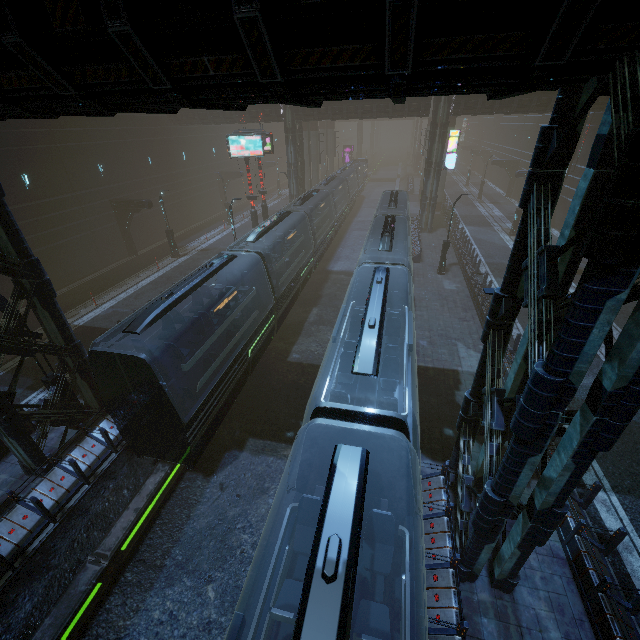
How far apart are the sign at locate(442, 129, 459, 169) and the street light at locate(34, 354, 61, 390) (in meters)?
31.46

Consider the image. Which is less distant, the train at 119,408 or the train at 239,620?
the train at 239,620

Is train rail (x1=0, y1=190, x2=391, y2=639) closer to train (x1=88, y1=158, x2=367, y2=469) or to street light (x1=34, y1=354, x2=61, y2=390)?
train (x1=88, y1=158, x2=367, y2=469)

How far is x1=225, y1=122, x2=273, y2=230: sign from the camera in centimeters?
2327cm

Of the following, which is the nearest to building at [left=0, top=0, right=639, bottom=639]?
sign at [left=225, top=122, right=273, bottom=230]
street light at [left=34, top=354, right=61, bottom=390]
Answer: street light at [left=34, top=354, right=61, bottom=390]

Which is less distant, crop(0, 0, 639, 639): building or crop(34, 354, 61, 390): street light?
crop(0, 0, 639, 639): building

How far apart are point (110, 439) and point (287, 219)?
16.64m

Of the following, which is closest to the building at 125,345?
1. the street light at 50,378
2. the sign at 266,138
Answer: the street light at 50,378
